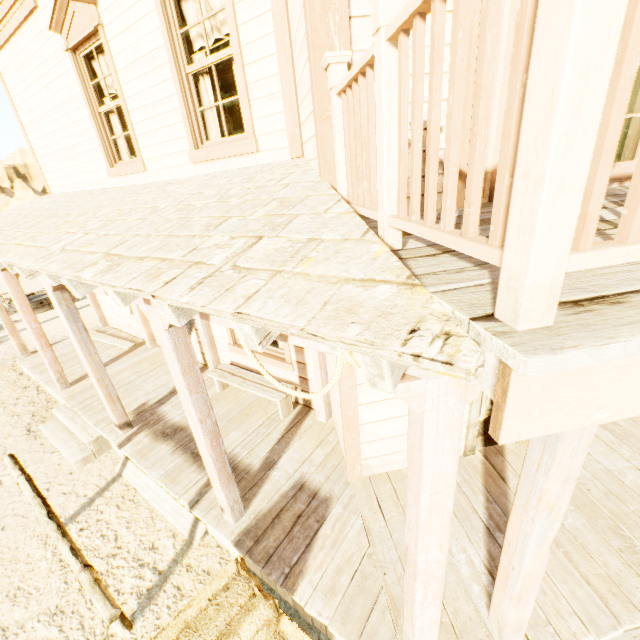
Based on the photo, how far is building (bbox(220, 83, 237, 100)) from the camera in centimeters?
→ 1021cm

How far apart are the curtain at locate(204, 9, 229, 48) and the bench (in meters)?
3.41

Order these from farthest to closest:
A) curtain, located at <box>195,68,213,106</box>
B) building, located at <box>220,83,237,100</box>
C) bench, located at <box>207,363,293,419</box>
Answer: building, located at <box>220,83,237,100</box> → bench, located at <box>207,363,293,419</box> → curtain, located at <box>195,68,213,106</box>

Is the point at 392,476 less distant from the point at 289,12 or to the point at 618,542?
the point at 618,542

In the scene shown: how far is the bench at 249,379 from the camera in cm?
482

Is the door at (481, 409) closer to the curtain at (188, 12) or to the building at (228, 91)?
the building at (228, 91)

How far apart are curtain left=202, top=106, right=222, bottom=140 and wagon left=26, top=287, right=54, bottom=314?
11.5 meters

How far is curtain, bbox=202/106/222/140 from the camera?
4.16m
